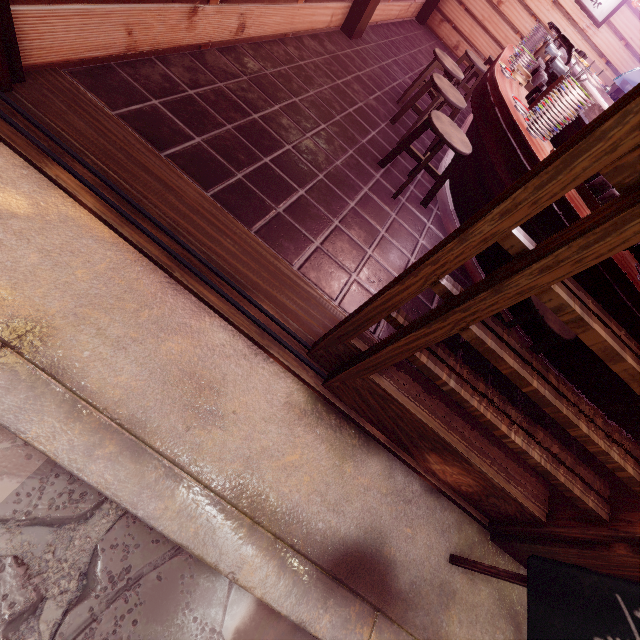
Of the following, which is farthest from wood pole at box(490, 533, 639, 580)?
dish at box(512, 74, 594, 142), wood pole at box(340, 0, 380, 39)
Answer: wood pole at box(340, 0, 380, 39)

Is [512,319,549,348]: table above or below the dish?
below

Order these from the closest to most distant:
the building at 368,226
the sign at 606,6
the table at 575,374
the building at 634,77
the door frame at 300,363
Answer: the door frame at 300,363 < the building at 368,226 < the table at 575,374 < the sign at 606,6 < the building at 634,77

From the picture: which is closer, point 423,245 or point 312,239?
point 312,239

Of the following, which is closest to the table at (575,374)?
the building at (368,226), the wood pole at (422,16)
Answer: the building at (368,226)

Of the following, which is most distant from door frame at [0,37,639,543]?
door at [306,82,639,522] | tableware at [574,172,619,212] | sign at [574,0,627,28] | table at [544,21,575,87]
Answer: sign at [574,0,627,28]

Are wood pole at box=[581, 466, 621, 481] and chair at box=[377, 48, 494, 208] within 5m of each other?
no

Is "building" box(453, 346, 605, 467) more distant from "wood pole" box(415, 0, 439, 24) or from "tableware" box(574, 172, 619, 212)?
"tableware" box(574, 172, 619, 212)
